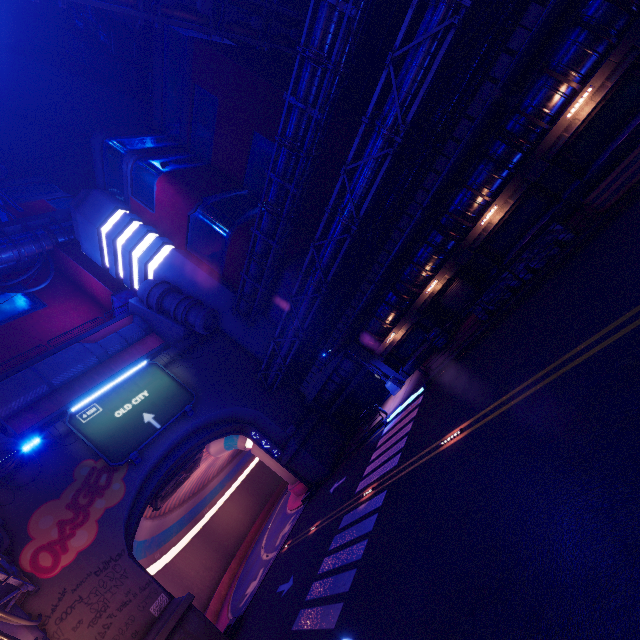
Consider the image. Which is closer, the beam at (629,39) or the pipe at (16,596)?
the beam at (629,39)

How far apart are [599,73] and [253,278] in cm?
2538

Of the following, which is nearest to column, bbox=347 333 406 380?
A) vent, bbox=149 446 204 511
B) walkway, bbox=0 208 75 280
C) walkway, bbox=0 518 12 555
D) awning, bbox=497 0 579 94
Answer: awning, bbox=497 0 579 94

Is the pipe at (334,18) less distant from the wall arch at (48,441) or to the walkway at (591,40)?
the wall arch at (48,441)

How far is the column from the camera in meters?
24.4 m

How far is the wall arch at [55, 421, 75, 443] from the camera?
23.03m

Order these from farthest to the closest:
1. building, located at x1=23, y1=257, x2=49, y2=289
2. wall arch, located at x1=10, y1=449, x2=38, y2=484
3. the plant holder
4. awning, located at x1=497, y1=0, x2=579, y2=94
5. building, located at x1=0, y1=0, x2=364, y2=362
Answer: building, located at x1=23, y1=257, x2=49, y2=289 → building, located at x1=0, y1=0, x2=364, y2=362 → wall arch, located at x1=10, y1=449, x2=38, y2=484 → the plant holder → awning, located at x1=497, y1=0, x2=579, y2=94

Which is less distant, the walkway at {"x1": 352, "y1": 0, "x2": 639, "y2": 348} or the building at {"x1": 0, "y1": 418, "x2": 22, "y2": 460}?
the walkway at {"x1": 352, "y1": 0, "x2": 639, "y2": 348}
